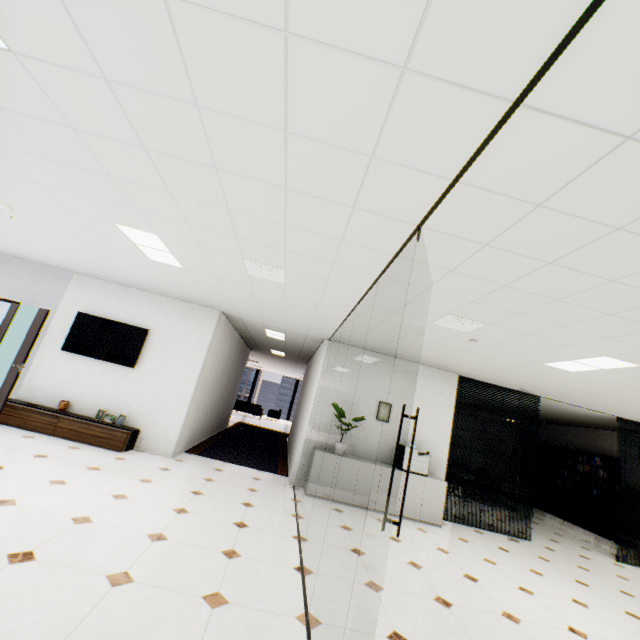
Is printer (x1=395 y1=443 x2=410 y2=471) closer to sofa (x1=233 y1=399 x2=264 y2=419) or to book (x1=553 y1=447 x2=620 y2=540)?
book (x1=553 y1=447 x2=620 y2=540)

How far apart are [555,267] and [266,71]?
2.3 meters

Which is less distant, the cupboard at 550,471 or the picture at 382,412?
the picture at 382,412

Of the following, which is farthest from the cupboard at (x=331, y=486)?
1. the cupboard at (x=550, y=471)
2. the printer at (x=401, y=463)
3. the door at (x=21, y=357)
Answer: the cupboard at (x=550, y=471)

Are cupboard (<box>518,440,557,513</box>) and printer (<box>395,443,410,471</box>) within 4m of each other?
no

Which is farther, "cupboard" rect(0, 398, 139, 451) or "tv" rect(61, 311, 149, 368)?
"tv" rect(61, 311, 149, 368)

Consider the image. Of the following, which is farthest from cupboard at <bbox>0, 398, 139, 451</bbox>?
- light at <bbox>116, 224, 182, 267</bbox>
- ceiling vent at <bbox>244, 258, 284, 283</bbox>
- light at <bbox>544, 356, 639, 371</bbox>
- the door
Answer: light at <bbox>544, 356, 639, 371</bbox>

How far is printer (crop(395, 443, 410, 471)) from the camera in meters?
6.2
